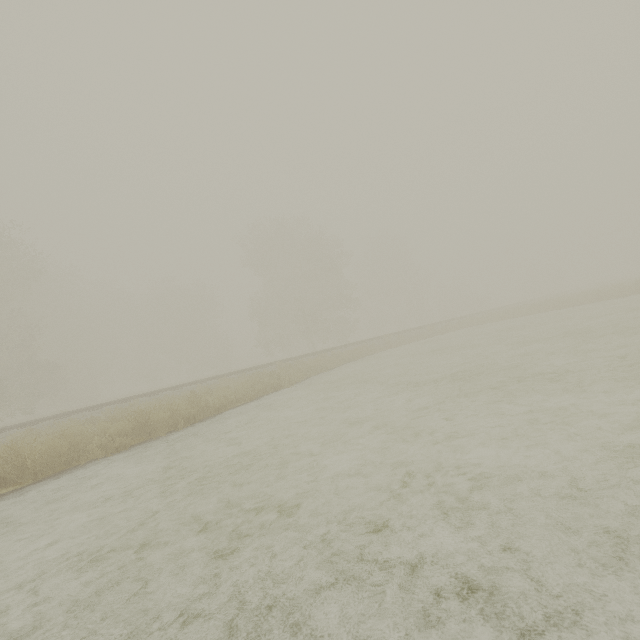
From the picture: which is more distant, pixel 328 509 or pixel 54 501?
pixel 54 501
